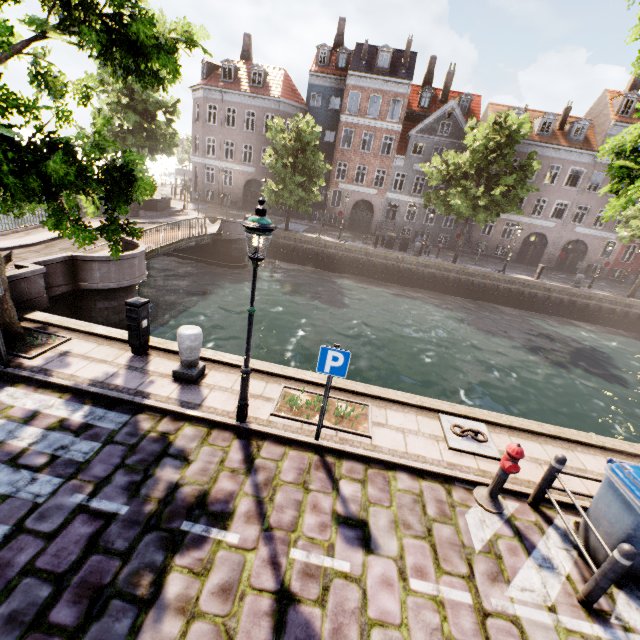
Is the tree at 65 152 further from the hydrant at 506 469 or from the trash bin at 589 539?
the hydrant at 506 469

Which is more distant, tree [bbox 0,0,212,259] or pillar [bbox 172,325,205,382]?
pillar [bbox 172,325,205,382]

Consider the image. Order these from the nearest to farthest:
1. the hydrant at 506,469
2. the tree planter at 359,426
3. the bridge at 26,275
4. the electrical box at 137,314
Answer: the hydrant at 506,469 → the tree planter at 359,426 → the electrical box at 137,314 → the bridge at 26,275

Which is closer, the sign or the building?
the sign

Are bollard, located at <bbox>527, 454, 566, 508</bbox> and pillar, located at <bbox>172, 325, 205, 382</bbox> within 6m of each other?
no

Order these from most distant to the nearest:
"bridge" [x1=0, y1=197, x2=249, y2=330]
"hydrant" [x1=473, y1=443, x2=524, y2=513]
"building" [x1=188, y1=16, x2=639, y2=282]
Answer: "building" [x1=188, y1=16, x2=639, y2=282]
"bridge" [x1=0, y1=197, x2=249, y2=330]
"hydrant" [x1=473, y1=443, x2=524, y2=513]

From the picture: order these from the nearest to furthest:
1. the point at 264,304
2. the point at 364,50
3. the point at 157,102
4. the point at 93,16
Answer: the point at 93,16, the point at 264,304, the point at 157,102, the point at 364,50

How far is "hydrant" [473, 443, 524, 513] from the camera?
4.9 meters
